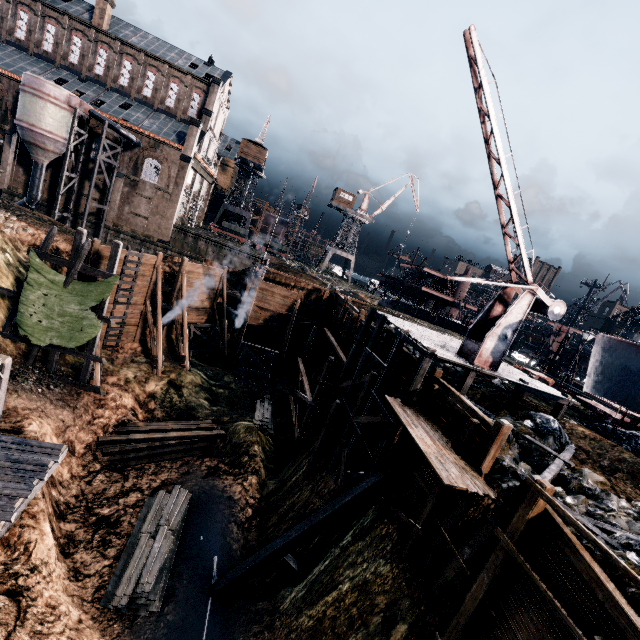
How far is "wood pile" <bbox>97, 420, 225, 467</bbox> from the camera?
20.67m

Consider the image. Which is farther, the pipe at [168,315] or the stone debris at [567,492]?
the pipe at [168,315]

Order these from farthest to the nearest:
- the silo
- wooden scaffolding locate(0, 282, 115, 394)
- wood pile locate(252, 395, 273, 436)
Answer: the silo → wood pile locate(252, 395, 273, 436) → wooden scaffolding locate(0, 282, 115, 394)

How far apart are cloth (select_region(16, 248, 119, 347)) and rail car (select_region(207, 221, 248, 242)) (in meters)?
40.52

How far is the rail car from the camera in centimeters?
5759cm

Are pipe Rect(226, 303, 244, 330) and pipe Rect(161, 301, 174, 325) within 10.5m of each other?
yes

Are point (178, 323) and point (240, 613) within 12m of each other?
no

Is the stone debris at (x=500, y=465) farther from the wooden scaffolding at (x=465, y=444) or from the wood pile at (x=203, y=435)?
the wood pile at (x=203, y=435)
